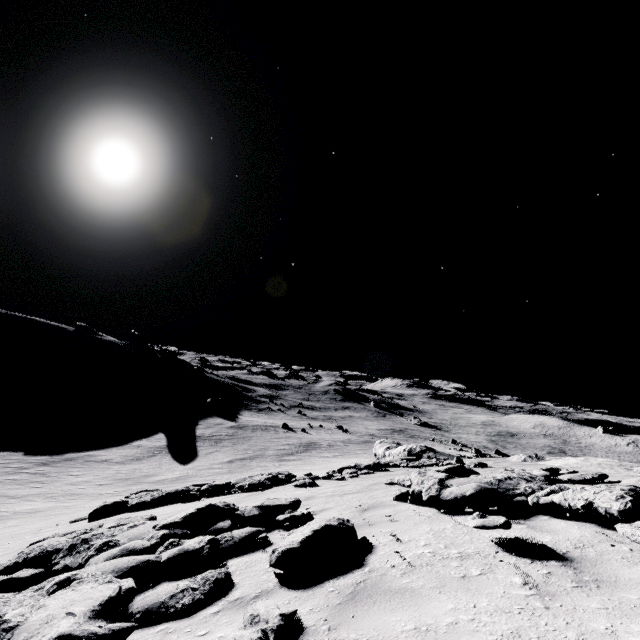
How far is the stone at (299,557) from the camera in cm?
378

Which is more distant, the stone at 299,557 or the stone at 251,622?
the stone at 299,557

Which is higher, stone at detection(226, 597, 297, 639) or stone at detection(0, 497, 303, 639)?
stone at detection(226, 597, 297, 639)

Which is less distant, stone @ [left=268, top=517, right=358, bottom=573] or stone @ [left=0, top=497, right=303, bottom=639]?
stone @ [left=0, top=497, right=303, bottom=639]

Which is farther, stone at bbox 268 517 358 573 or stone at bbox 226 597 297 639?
stone at bbox 268 517 358 573

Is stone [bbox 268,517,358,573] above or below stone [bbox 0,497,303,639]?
above

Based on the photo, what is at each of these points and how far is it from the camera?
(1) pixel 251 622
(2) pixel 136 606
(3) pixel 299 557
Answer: (1) stone, 2.6 meters
(2) stone, 3.4 meters
(3) stone, 3.8 meters

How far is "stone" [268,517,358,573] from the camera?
3.8m
